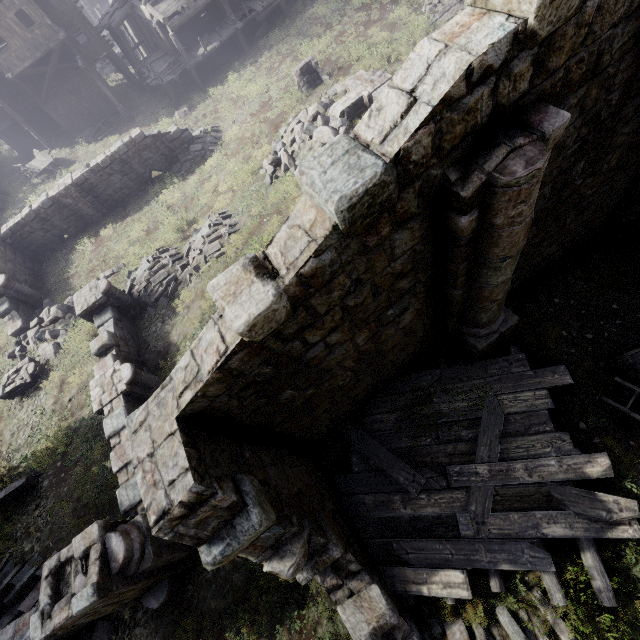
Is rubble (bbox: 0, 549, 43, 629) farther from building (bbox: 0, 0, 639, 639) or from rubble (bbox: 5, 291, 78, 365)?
rubble (bbox: 5, 291, 78, 365)

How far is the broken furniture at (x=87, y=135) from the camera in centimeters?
2661cm

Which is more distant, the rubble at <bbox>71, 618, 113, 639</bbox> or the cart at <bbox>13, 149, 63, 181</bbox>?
the cart at <bbox>13, 149, 63, 181</bbox>

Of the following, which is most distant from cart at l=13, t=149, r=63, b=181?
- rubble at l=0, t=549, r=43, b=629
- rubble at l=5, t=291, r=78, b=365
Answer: rubble at l=0, t=549, r=43, b=629

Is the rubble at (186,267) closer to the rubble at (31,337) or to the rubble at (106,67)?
the rubble at (31,337)

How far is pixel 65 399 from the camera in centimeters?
1286cm

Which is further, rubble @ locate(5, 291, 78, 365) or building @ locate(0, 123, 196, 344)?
building @ locate(0, 123, 196, 344)

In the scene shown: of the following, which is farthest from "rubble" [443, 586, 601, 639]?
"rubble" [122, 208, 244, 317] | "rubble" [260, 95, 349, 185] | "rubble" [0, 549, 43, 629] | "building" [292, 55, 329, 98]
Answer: "building" [292, 55, 329, 98]
